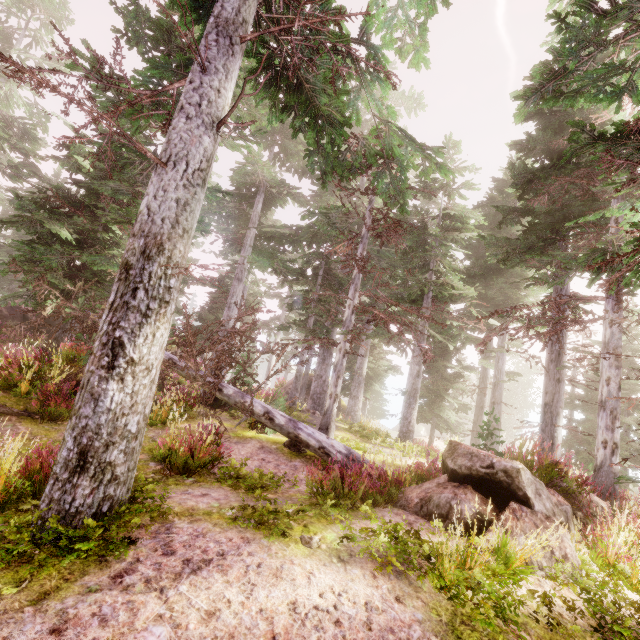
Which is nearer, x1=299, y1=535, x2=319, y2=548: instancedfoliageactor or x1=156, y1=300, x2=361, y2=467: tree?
x1=299, y1=535, x2=319, y2=548: instancedfoliageactor

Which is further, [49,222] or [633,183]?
[49,222]

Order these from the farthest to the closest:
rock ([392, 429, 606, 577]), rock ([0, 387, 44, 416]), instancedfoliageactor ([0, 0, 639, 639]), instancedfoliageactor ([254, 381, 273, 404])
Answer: instancedfoliageactor ([254, 381, 273, 404]), rock ([0, 387, 44, 416]), rock ([392, 429, 606, 577]), instancedfoliageactor ([0, 0, 639, 639])

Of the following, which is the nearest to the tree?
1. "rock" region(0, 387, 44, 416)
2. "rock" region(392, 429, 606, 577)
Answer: "rock" region(0, 387, 44, 416)

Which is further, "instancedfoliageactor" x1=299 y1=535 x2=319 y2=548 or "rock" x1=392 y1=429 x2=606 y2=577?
"rock" x1=392 y1=429 x2=606 y2=577

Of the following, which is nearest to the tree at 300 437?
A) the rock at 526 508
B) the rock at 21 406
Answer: the rock at 21 406

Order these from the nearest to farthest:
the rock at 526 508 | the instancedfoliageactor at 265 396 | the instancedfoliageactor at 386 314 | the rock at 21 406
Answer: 1. the instancedfoliageactor at 386 314
2. the rock at 526 508
3. the rock at 21 406
4. the instancedfoliageactor at 265 396

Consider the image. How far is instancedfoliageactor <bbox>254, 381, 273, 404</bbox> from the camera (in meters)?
16.23
